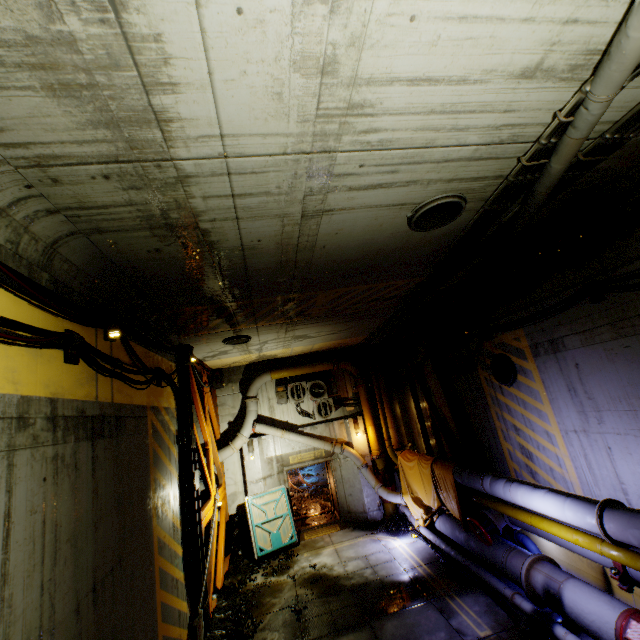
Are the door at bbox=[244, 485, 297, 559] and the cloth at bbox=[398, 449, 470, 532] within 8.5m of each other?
yes

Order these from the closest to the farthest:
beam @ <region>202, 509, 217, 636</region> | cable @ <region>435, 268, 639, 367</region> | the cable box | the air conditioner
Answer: cable @ <region>435, 268, 639, 367</region> < beam @ <region>202, 509, 217, 636</region> < the air conditioner < the cable box

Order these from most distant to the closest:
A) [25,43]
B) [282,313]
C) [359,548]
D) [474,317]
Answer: [359,548] → [474,317] → [282,313] → [25,43]

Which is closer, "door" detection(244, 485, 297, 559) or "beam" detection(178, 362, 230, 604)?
"beam" detection(178, 362, 230, 604)

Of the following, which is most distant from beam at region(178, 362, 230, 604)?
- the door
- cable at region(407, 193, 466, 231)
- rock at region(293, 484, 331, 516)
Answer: cable at region(407, 193, 466, 231)

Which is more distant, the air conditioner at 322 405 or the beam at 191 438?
the air conditioner at 322 405

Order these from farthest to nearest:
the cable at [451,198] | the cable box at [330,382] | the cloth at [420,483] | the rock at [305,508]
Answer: the rock at [305,508]
the cable box at [330,382]
the cloth at [420,483]
the cable at [451,198]

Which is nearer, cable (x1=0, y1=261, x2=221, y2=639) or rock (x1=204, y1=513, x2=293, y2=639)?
cable (x1=0, y1=261, x2=221, y2=639)
